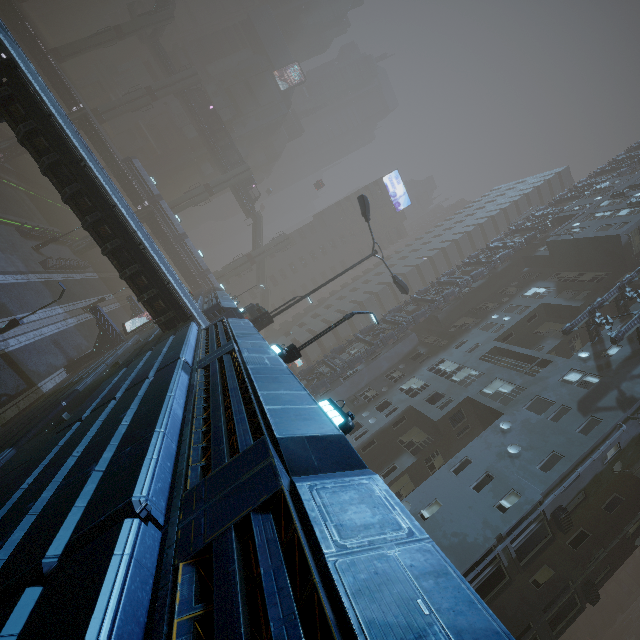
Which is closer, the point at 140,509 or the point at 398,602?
the point at 398,602

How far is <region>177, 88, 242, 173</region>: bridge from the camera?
55.9m

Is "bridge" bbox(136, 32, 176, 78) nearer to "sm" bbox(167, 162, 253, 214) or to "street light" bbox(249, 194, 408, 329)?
"sm" bbox(167, 162, 253, 214)

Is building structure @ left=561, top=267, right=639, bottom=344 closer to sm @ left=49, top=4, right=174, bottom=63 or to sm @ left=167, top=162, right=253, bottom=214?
sm @ left=167, top=162, right=253, bottom=214

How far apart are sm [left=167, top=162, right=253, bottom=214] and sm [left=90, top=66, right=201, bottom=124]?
12.9m

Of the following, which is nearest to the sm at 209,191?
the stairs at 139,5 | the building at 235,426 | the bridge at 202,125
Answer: the bridge at 202,125

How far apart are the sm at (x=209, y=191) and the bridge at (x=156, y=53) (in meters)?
15.72

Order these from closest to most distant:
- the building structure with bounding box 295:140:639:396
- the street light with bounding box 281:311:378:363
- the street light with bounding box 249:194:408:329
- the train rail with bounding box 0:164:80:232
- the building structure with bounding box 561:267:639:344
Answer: the street light with bounding box 281:311:378:363 < the building structure with bounding box 561:267:639:344 < the street light with bounding box 249:194:408:329 < the building structure with bounding box 295:140:639:396 < the train rail with bounding box 0:164:80:232
